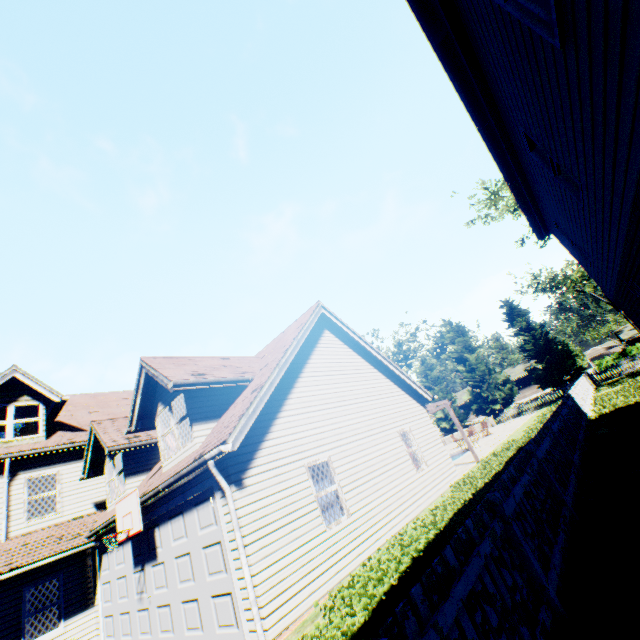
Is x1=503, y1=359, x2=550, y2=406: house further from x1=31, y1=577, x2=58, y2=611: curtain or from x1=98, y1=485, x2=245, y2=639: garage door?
x1=31, y1=577, x2=58, y2=611: curtain

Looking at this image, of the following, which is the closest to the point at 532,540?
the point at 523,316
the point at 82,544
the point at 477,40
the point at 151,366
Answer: the point at 477,40

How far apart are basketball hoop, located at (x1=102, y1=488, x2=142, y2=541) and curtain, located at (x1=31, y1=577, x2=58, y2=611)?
4.9m

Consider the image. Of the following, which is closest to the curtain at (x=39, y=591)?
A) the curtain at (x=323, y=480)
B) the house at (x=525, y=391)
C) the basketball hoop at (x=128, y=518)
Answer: the basketball hoop at (x=128, y=518)

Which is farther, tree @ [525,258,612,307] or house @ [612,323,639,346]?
house @ [612,323,639,346]

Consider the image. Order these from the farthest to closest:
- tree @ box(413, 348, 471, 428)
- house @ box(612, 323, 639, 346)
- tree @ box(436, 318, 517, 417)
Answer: house @ box(612, 323, 639, 346), tree @ box(413, 348, 471, 428), tree @ box(436, 318, 517, 417)

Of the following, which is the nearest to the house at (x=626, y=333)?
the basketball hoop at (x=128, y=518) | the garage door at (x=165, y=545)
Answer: the garage door at (x=165, y=545)

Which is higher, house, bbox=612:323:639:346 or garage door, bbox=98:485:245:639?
house, bbox=612:323:639:346
